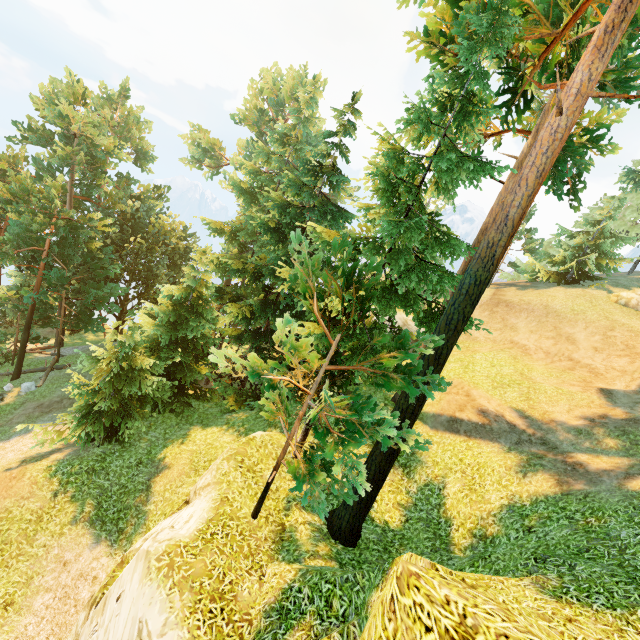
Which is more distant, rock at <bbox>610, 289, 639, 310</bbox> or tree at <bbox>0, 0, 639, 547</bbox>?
rock at <bbox>610, 289, 639, 310</bbox>

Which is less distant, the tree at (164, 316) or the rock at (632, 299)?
the tree at (164, 316)

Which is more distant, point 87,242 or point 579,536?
point 87,242
